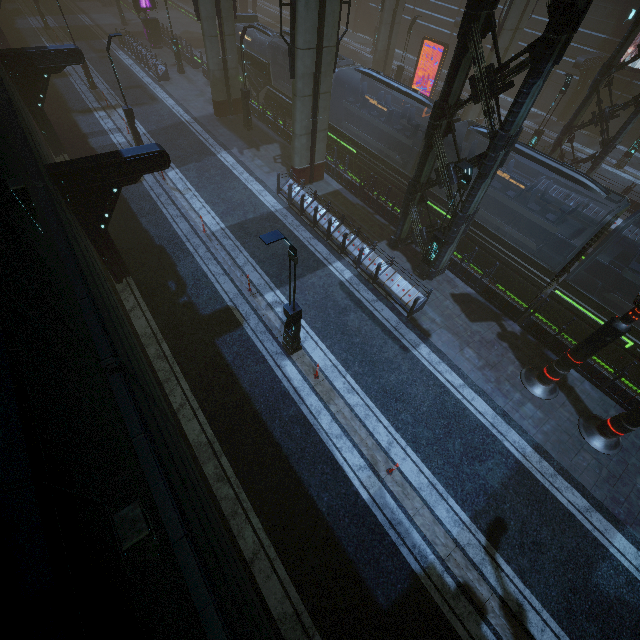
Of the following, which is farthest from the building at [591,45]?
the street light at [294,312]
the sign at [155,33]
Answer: the street light at [294,312]

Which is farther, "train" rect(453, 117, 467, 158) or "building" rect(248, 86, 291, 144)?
"building" rect(248, 86, 291, 144)

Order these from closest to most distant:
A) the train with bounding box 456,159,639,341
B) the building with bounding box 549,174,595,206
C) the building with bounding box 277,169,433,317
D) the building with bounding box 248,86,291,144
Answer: the train with bounding box 456,159,639,341
the building with bounding box 277,169,433,317
the building with bounding box 549,174,595,206
the building with bounding box 248,86,291,144

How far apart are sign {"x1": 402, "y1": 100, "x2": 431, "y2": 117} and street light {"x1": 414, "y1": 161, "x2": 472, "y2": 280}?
19.0m

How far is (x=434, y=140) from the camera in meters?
12.1

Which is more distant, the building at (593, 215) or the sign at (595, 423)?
the building at (593, 215)

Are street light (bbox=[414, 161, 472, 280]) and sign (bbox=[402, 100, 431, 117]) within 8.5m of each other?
no

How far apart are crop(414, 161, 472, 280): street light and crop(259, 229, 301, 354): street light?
6.6m
